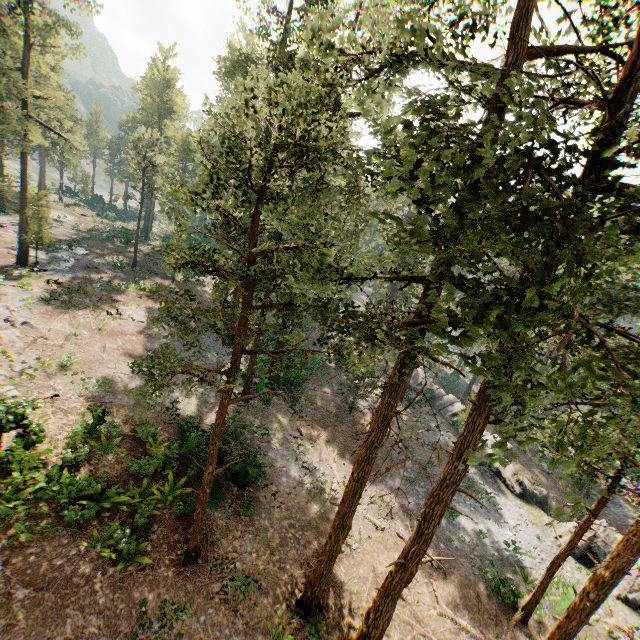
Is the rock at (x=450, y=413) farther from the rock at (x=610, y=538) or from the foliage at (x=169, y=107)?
the foliage at (x=169, y=107)

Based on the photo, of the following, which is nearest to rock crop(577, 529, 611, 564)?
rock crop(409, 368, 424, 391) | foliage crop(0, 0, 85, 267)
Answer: rock crop(409, 368, 424, 391)

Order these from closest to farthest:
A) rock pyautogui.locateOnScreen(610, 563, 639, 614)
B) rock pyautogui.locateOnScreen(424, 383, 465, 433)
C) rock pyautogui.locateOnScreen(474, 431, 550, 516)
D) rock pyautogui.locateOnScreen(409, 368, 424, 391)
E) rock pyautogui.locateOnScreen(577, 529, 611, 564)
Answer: rock pyautogui.locateOnScreen(610, 563, 639, 614) < rock pyautogui.locateOnScreen(577, 529, 611, 564) < rock pyautogui.locateOnScreen(474, 431, 550, 516) < rock pyautogui.locateOnScreen(424, 383, 465, 433) < rock pyautogui.locateOnScreen(409, 368, 424, 391)

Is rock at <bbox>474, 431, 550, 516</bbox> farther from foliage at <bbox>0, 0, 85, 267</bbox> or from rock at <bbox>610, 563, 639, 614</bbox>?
foliage at <bbox>0, 0, 85, 267</bbox>

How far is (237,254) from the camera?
20.6m
